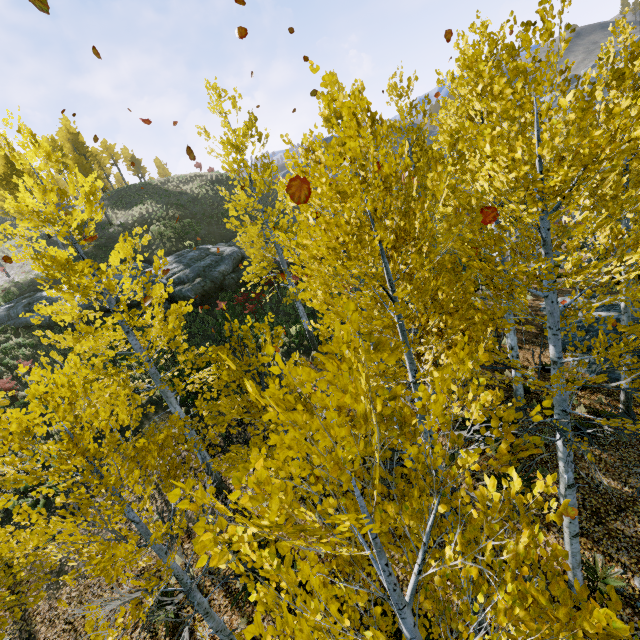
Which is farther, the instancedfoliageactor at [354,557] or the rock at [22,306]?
the rock at [22,306]

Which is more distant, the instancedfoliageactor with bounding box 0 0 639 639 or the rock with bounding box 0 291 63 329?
the rock with bounding box 0 291 63 329

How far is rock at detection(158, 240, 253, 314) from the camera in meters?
19.3

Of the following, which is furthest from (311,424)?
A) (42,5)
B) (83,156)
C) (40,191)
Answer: (83,156)

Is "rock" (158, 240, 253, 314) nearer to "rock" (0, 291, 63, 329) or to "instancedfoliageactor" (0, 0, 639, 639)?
"rock" (0, 291, 63, 329)

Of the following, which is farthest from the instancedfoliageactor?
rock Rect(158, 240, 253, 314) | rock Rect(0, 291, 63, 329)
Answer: rock Rect(0, 291, 63, 329)

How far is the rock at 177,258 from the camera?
19.3m
